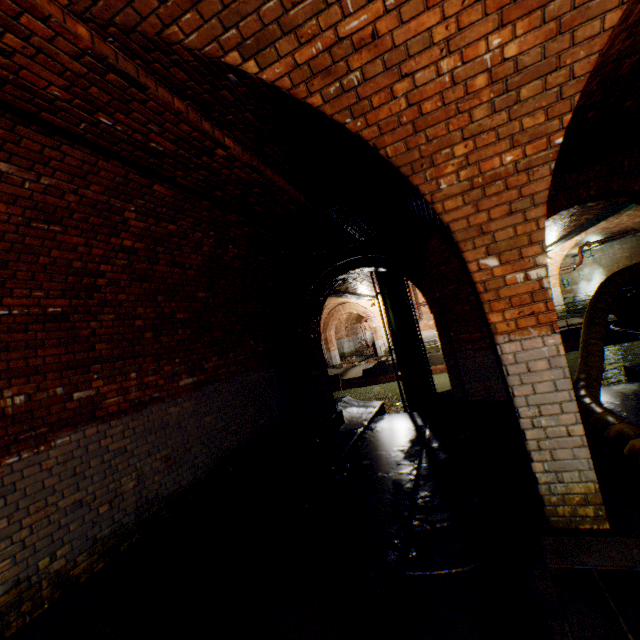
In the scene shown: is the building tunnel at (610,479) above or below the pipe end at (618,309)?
below

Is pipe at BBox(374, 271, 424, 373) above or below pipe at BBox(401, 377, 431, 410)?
above

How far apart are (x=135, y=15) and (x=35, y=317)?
3.1m

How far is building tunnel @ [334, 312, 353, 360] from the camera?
29.2 meters

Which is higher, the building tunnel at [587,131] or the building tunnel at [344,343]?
the building tunnel at [587,131]

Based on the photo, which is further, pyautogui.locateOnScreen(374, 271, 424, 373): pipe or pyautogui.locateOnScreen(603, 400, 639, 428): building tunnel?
pyautogui.locateOnScreen(374, 271, 424, 373): pipe

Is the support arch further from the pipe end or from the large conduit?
the pipe end
